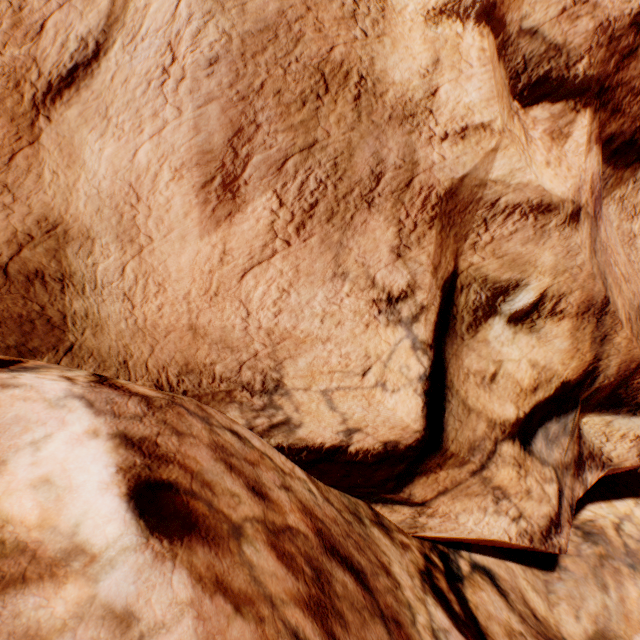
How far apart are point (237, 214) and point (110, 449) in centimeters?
182cm
